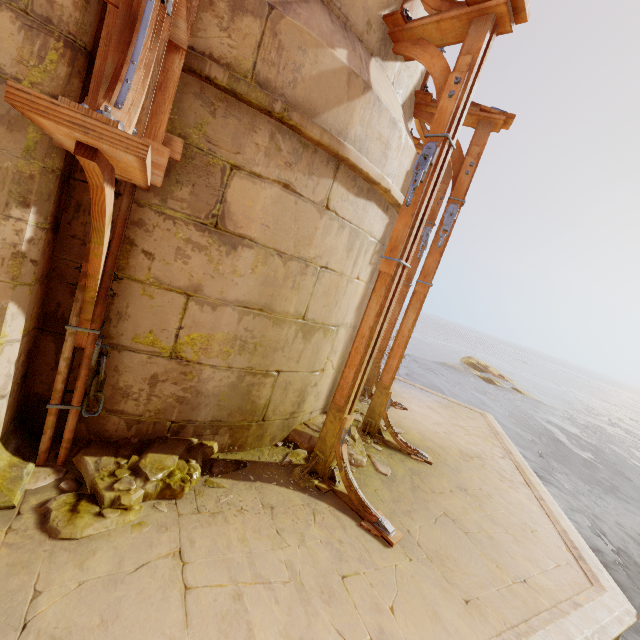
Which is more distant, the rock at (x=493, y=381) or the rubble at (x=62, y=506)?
the rock at (x=493, y=381)

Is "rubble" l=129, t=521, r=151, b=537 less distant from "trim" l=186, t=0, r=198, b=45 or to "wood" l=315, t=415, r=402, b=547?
"wood" l=315, t=415, r=402, b=547

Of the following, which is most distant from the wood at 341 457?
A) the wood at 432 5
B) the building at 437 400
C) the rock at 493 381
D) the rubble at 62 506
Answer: the rock at 493 381

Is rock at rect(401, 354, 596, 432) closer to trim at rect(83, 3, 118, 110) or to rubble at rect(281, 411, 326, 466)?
rubble at rect(281, 411, 326, 466)

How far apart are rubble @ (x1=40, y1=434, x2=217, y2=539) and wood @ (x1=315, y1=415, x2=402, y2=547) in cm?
76

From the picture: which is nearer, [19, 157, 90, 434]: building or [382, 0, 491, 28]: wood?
[19, 157, 90, 434]: building

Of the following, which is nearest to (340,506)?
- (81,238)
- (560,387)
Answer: (81,238)

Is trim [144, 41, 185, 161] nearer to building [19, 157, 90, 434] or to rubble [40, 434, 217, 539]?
building [19, 157, 90, 434]
